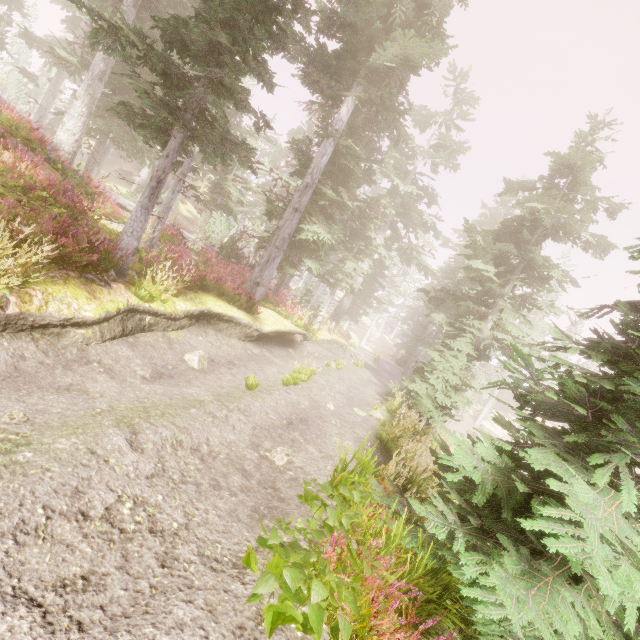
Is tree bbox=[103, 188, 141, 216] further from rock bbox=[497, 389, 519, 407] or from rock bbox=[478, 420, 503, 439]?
rock bbox=[497, 389, 519, 407]

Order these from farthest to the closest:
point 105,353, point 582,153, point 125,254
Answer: point 582,153 → point 125,254 → point 105,353

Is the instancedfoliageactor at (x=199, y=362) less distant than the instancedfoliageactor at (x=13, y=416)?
No

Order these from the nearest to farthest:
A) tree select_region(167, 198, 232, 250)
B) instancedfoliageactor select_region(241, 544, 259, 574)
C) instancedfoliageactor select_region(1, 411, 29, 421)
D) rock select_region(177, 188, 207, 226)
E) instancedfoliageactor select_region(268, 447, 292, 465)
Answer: instancedfoliageactor select_region(241, 544, 259, 574), instancedfoliageactor select_region(1, 411, 29, 421), instancedfoliageactor select_region(268, 447, 292, 465), tree select_region(167, 198, 232, 250), rock select_region(177, 188, 207, 226)

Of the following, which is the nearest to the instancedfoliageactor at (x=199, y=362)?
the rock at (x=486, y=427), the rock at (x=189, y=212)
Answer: the rock at (x=189, y=212)

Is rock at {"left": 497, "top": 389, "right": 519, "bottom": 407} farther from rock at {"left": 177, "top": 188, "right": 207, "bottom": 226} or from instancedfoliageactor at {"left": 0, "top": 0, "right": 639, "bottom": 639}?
rock at {"left": 177, "top": 188, "right": 207, "bottom": 226}

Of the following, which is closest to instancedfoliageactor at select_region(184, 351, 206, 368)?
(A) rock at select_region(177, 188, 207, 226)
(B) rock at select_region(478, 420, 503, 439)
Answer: (A) rock at select_region(177, 188, 207, 226)

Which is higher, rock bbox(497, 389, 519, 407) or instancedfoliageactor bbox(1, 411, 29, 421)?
rock bbox(497, 389, 519, 407)
